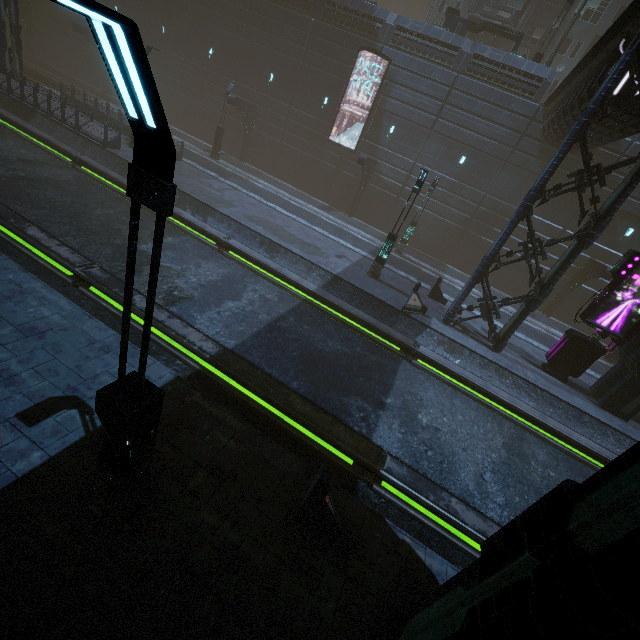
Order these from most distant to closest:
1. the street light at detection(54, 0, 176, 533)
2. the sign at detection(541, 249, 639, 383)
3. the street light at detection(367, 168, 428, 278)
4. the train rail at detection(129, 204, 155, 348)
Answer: the street light at detection(367, 168, 428, 278) < the sign at detection(541, 249, 639, 383) < the train rail at detection(129, 204, 155, 348) < the street light at detection(54, 0, 176, 533)

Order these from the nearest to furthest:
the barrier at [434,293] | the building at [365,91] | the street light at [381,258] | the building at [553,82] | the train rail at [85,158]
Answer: the train rail at [85,158], the street light at [381,258], the barrier at [434,293], the building at [553,82], the building at [365,91]

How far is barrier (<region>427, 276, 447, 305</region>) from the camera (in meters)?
17.66

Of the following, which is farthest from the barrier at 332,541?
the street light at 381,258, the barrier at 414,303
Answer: the street light at 381,258

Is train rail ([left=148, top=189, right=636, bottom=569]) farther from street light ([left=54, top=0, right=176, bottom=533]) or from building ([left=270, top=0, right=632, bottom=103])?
street light ([left=54, top=0, right=176, bottom=533])

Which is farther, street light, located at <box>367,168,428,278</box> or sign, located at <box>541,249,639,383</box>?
street light, located at <box>367,168,428,278</box>

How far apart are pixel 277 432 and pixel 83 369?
4.4m

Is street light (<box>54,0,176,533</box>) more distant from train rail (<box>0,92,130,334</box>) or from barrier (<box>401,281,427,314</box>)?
barrier (<box>401,281,427,314</box>)
